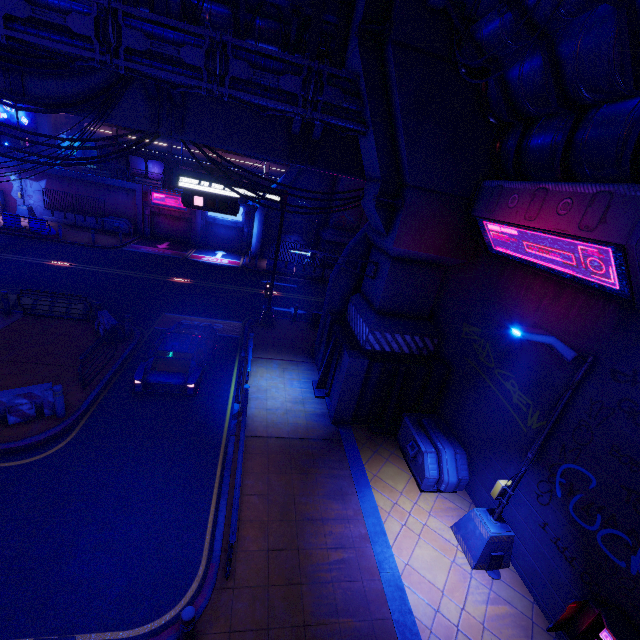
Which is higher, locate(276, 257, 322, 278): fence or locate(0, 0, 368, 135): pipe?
locate(0, 0, 368, 135): pipe

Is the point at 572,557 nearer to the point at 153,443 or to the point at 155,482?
the point at 155,482

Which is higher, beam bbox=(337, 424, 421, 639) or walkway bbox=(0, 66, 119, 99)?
walkway bbox=(0, 66, 119, 99)

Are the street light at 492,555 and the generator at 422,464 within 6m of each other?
yes

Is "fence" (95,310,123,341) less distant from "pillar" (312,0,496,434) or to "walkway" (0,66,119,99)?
"walkway" (0,66,119,99)

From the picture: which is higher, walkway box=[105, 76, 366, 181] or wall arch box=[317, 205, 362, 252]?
walkway box=[105, 76, 366, 181]

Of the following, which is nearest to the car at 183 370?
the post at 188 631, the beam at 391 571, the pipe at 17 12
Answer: the beam at 391 571

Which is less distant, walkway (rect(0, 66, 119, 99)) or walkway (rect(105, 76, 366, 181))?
walkway (rect(0, 66, 119, 99))
